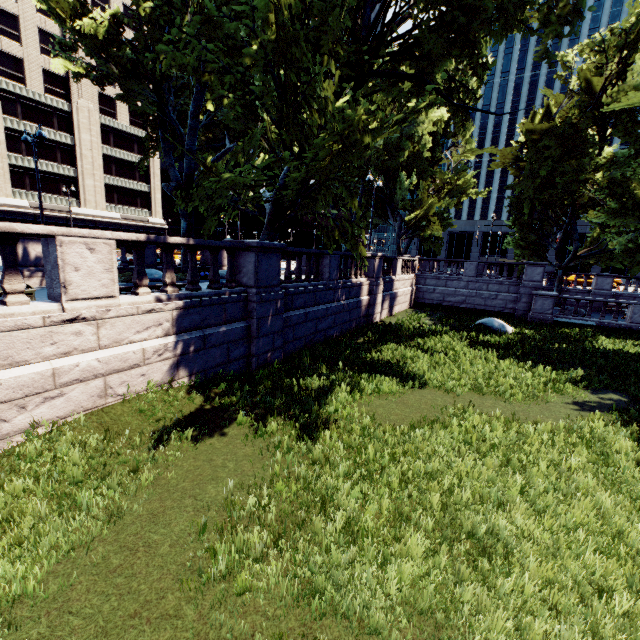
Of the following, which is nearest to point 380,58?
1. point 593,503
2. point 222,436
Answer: point 222,436

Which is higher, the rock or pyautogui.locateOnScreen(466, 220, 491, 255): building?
pyautogui.locateOnScreen(466, 220, 491, 255): building

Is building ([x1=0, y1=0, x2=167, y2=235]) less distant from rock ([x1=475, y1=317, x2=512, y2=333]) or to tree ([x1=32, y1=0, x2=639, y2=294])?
tree ([x1=32, y1=0, x2=639, y2=294])

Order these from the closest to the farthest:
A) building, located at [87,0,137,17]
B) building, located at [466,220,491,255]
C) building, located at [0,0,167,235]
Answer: building, located at [0,0,167,235], building, located at [87,0,137,17], building, located at [466,220,491,255]

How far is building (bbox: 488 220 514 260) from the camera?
57.2 meters

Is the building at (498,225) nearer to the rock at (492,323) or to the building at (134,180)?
the rock at (492,323)

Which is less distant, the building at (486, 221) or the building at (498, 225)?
the building at (498, 225)
